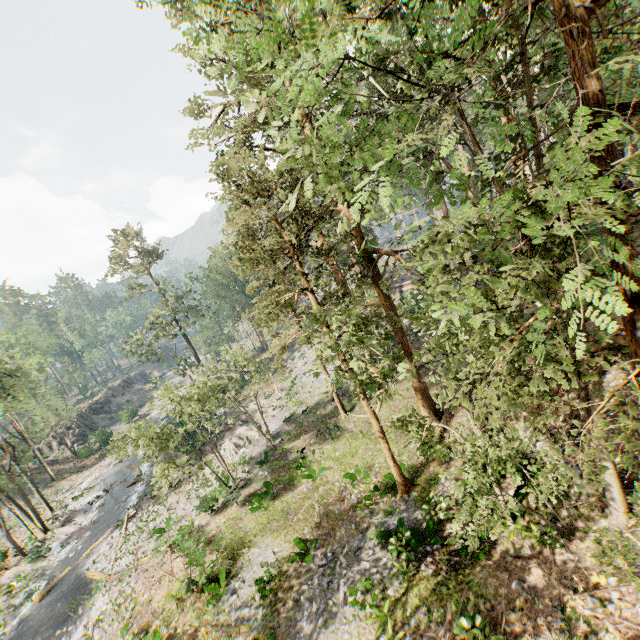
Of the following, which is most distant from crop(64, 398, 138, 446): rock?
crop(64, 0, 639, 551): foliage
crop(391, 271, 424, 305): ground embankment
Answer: crop(391, 271, 424, 305): ground embankment

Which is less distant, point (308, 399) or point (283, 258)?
point (283, 258)

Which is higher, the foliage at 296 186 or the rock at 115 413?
the foliage at 296 186

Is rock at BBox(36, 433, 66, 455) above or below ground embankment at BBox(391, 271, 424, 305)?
below

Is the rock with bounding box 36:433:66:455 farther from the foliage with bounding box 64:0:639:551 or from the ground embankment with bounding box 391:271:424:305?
the ground embankment with bounding box 391:271:424:305

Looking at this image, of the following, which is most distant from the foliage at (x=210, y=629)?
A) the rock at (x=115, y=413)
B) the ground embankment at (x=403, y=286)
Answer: the rock at (x=115, y=413)

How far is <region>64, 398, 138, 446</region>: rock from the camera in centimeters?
4809cm

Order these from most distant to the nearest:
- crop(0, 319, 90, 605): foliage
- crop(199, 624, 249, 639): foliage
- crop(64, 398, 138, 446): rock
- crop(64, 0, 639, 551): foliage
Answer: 1. crop(64, 398, 138, 446): rock
2. crop(0, 319, 90, 605): foliage
3. crop(199, 624, 249, 639): foliage
4. crop(64, 0, 639, 551): foliage
